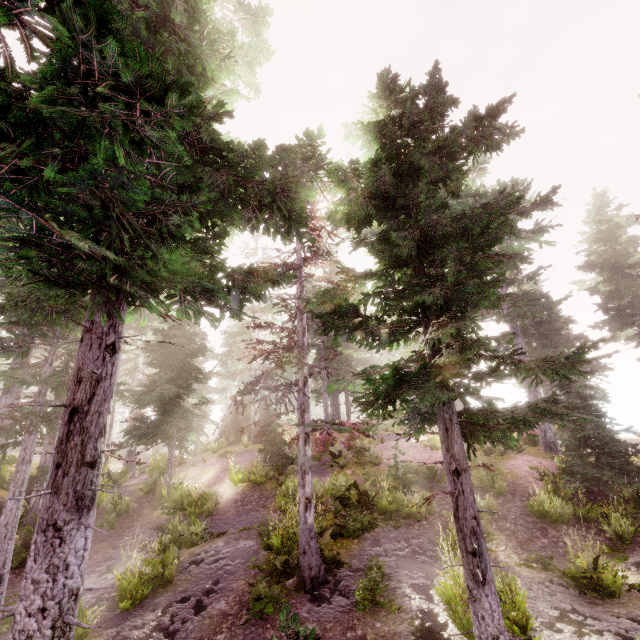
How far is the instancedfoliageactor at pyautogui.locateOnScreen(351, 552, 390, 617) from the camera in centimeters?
721cm

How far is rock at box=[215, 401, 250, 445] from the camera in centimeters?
2747cm

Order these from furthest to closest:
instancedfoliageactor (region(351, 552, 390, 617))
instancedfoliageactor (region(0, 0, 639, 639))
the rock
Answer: the rock
instancedfoliageactor (region(351, 552, 390, 617))
instancedfoliageactor (region(0, 0, 639, 639))

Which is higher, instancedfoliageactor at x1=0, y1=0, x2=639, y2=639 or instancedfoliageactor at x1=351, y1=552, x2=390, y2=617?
instancedfoliageactor at x1=0, y1=0, x2=639, y2=639

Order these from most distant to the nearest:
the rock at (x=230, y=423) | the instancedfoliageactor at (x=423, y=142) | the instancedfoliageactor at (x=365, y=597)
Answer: the rock at (x=230, y=423) < the instancedfoliageactor at (x=365, y=597) < the instancedfoliageactor at (x=423, y=142)

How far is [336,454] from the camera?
18.97m

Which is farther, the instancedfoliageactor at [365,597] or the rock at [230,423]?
the rock at [230,423]

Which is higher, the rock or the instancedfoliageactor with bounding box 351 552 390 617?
the rock
